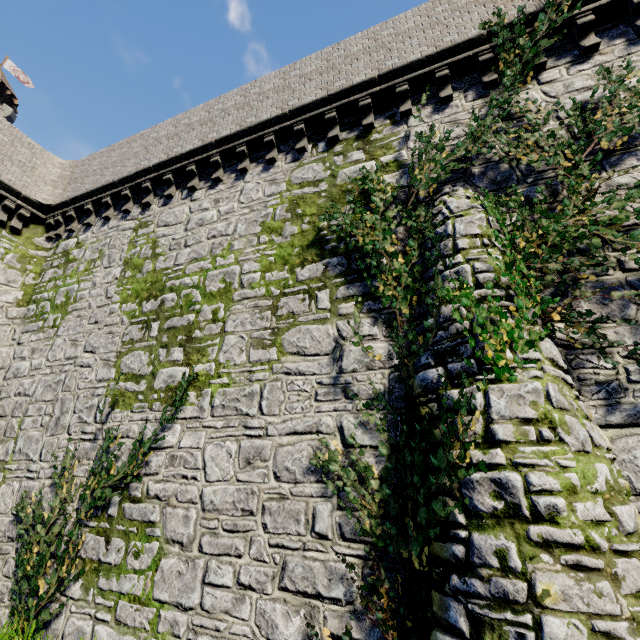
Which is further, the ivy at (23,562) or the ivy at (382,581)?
the ivy at (23,562)

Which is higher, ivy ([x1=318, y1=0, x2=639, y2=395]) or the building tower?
the building tower

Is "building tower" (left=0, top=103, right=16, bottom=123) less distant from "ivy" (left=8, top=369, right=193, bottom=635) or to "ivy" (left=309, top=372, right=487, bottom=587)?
"ivy" (left=8, top=369, right=193, bottom=635)

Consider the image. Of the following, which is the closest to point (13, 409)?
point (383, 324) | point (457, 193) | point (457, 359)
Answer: point (383, 324)

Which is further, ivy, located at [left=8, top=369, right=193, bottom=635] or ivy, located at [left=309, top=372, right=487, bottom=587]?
ivy, located at [left=8, top=369, right=193, bottom=635]

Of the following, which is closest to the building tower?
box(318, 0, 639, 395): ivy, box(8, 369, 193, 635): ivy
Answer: box(8, 369, 193, 635): ivy

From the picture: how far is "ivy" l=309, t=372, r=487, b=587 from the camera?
4.30m

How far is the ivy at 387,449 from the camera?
4.3 meters
